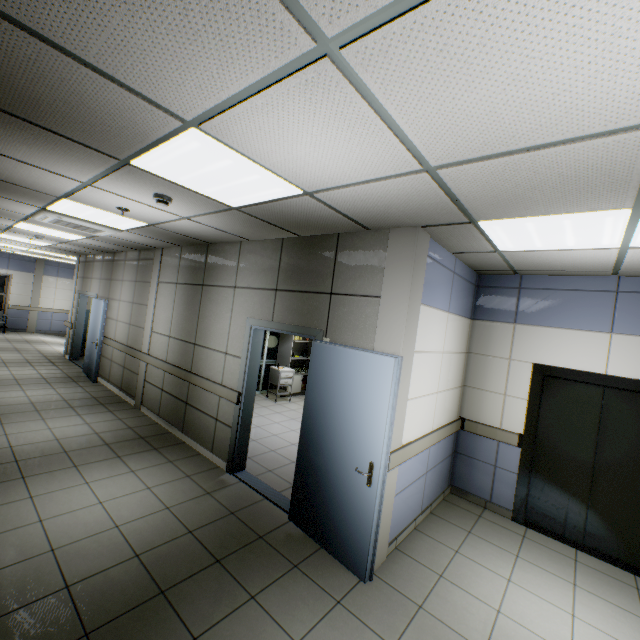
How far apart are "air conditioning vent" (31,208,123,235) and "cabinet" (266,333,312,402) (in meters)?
4.65

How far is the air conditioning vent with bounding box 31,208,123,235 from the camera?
4.54m

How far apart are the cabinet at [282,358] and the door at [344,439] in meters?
3.6

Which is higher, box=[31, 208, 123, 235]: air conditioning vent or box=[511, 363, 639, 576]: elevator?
box=[31, 208, 123, 235]: air conditioning vent

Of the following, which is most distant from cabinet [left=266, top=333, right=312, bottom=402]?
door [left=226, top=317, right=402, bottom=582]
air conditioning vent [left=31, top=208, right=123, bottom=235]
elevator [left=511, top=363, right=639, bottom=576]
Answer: elevator [left=511, top=363, right=639, bottom=576]

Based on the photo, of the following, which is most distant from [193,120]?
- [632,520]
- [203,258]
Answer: [632,520]

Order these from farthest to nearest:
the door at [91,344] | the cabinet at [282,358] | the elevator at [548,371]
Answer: the cabinet at [282,358] → the door at [91,344] → the elevator at [548,371]

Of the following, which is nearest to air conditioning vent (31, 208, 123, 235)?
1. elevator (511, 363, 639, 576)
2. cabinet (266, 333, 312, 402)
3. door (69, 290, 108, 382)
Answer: door (69, 290, 108, 382)
